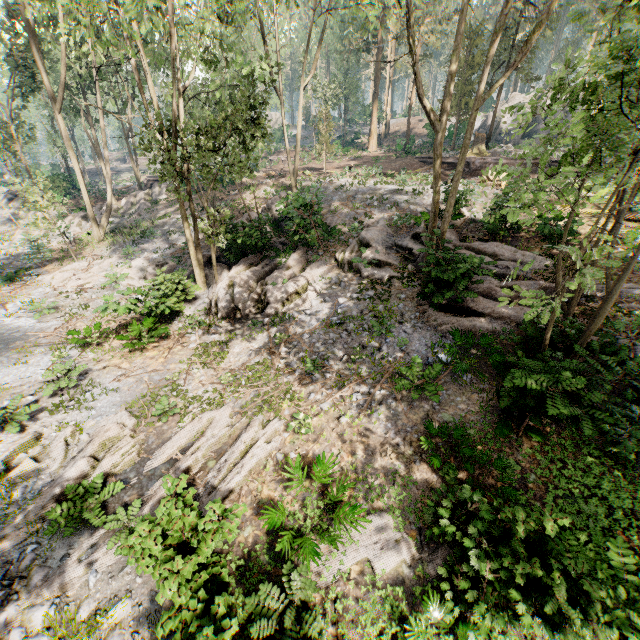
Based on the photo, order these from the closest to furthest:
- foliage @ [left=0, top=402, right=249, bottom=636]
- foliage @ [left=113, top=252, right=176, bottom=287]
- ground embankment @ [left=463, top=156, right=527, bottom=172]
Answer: foliage @ [left=0, top=402, right=249, bottom=636] → foliage @ [left=113, top=252, right=176, bottom=287] → ground embankment @ [left=463, top=156, right=527, bottom=172]

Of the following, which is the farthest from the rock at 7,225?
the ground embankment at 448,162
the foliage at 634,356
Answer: the ground embankment at 448,162

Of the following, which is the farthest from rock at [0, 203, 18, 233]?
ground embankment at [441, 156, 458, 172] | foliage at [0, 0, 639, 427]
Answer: ground embankment at [441, 156, 458, 172]

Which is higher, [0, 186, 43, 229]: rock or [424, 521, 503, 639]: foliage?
[0, 186, 43, 229]: rock

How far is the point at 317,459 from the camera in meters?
7.4

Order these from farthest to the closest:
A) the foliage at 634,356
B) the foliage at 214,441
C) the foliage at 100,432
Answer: the foliage at 100,432 < the foliage at 634,356 < the foliage at 214,441

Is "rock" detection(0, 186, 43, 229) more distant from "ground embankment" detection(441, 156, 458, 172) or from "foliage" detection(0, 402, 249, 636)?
"ground embankment" detection(441, 156, 458, 172)

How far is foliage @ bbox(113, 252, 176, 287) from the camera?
16.2m
